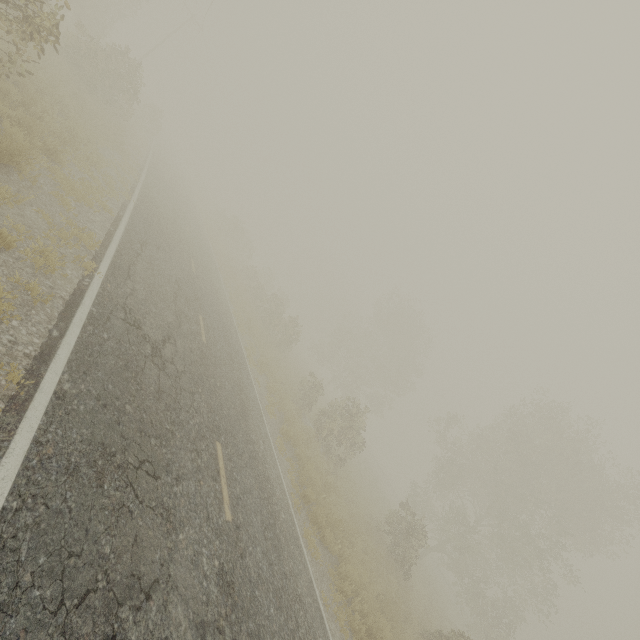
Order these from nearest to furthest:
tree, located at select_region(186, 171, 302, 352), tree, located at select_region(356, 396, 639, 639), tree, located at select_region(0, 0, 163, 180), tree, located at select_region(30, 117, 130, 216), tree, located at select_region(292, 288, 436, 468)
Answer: tree, located at select_region(0, 0, 163, 180)
tree, located at select_region(30, 117, 130, 216)
tree, located at select_region(292, 288, 436, 468)
tree, located at select_region(356, 396, 639, 639)
tree, located at select_region(186, 171, 302, 352)

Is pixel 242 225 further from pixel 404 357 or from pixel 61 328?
pixel 61 328

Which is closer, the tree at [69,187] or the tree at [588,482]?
the tree at [69,187]

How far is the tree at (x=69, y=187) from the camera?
8.2 meters

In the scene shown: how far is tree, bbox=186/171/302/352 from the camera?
25.8 meters

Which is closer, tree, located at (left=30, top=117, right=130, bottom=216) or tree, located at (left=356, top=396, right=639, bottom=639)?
tree, located at (left=30, top=117, right=130, bottom=216)
